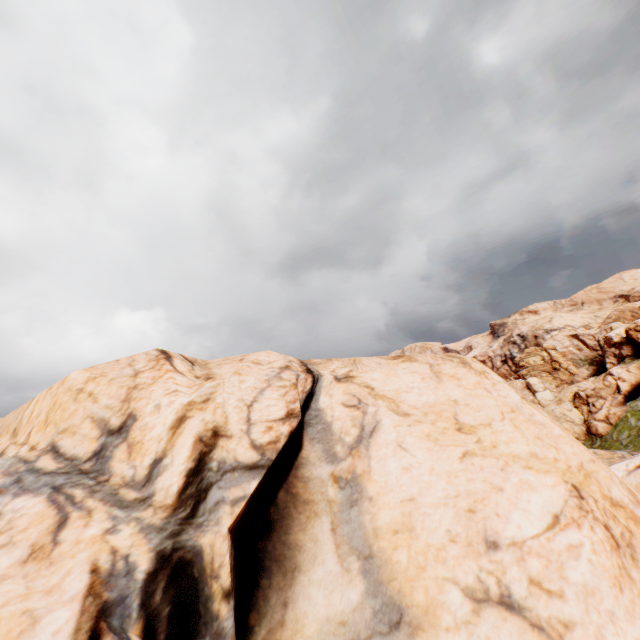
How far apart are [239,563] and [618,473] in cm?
1138
